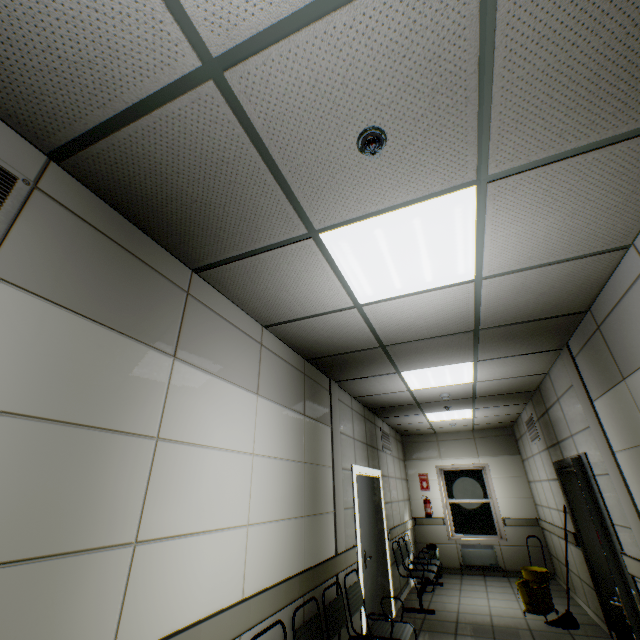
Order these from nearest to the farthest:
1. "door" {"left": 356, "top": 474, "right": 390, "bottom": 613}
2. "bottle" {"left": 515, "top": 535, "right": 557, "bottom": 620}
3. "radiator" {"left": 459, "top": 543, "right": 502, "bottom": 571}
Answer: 1. "door" {"left": 356, "top": 474, "right": 390, "bottom": 613}
2. "bottle" {"left": 515, "top": 535, "right": 557, "bottom": 620}
3. "radiator" {"left": 459, "top": 543, "right": 502, "bottom": 571}

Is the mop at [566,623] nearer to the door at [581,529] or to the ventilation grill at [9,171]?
the door at [581,529]

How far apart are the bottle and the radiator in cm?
233

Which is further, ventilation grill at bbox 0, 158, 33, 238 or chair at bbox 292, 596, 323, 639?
chair at bbox 292, 596, 323, 639

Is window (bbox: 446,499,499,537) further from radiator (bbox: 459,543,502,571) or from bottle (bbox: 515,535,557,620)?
bottle (bbox: 515,535,557,620)

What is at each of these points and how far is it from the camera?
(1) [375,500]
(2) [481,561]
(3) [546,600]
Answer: (1) door, 5.7 meters
(2) radiator, 7.7 meters
(3) bottle, 5.1 meters

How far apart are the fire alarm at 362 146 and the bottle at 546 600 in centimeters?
700cm

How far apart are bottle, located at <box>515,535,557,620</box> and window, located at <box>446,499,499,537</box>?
2.55m
